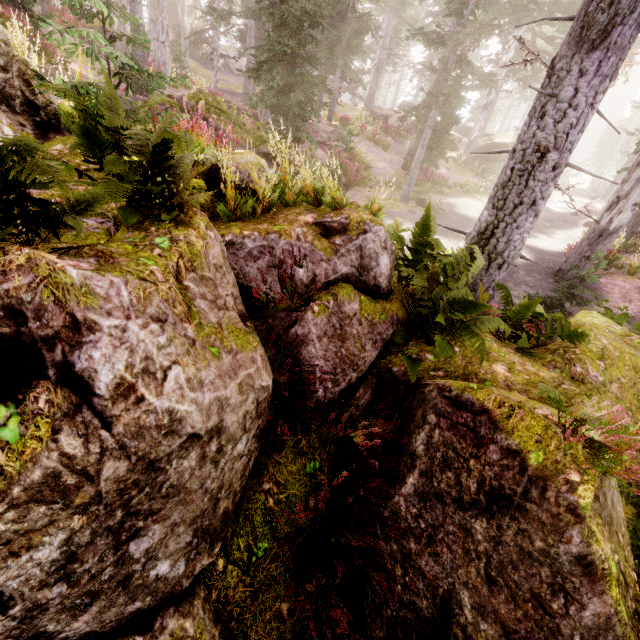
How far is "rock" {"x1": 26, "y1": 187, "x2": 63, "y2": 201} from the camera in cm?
245

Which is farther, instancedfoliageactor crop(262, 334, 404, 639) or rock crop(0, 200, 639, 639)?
instancedfoliageactor crop(262, 334, 404, 639)

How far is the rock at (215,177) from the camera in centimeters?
426cm

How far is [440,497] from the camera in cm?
293

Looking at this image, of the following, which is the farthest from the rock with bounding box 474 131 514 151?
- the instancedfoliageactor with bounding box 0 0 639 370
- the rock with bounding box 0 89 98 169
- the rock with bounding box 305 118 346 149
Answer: the rock with bounding box 0 89 98 169

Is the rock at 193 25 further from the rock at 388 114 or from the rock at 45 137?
the rock at 45 137

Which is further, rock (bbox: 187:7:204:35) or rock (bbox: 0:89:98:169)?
rock (bbox: 187:7:204:35)

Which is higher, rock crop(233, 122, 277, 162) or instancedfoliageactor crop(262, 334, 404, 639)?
rock crop(233, 122, 277, 162)
